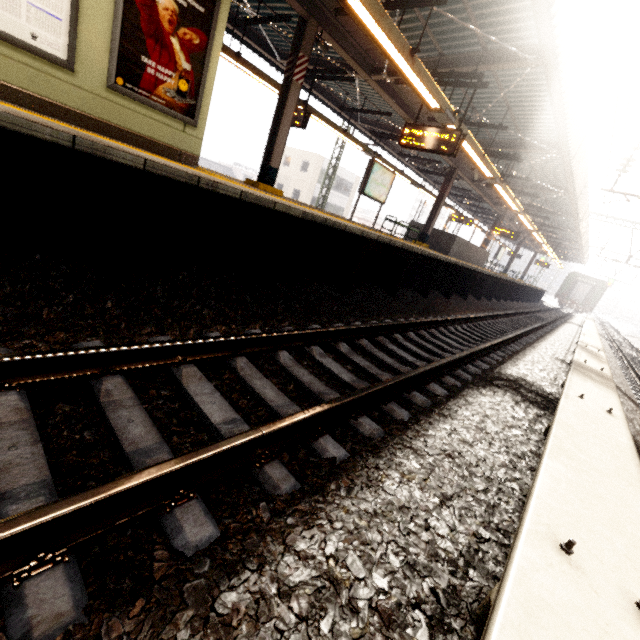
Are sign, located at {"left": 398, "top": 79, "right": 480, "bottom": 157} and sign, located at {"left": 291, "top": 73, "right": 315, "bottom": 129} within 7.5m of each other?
yes

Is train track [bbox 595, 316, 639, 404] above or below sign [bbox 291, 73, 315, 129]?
below

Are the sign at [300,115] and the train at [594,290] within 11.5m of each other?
no

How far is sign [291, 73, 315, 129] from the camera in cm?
998

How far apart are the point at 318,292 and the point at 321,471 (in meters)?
4.04

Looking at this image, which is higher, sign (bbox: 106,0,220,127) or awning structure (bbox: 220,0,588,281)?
awning structure (bbox: 220,0,588,281)

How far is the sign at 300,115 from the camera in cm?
998

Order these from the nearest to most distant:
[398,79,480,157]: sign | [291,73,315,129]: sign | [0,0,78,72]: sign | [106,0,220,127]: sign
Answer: [0,0,78,72]: sign
[106,0,220,127]: sign
[398,79,480,157]: sign
[291,73,315,129]: sign
